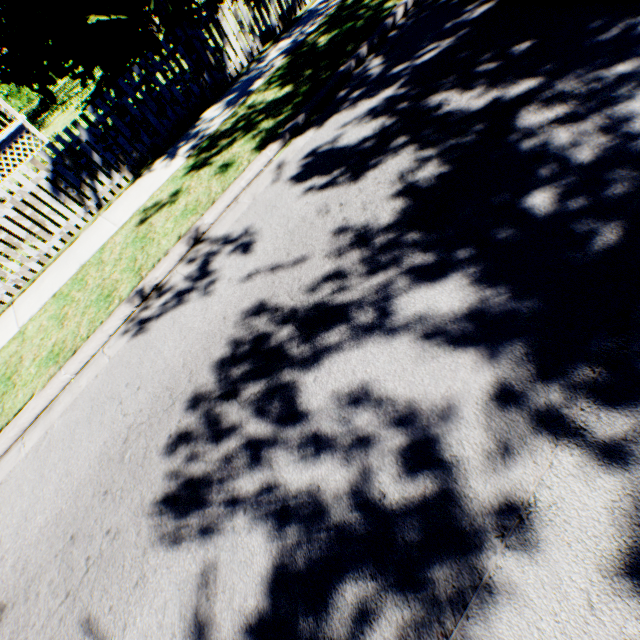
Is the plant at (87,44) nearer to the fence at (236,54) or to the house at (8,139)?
the fence at (236,54)

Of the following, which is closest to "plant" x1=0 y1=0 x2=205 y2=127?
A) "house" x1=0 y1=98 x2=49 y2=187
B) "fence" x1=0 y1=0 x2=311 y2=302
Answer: "fence" x1=0 y1=0 x2=311 y2=302

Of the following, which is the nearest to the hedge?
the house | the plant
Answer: the plant

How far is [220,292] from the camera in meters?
3.6

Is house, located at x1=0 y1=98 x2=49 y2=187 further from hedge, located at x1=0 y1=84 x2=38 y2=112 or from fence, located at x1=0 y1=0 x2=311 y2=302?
fence, located at x1=0 y1=0 x2=311 y2=302

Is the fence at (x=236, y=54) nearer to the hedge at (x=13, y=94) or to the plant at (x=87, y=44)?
the plant at (x=87, y=44)

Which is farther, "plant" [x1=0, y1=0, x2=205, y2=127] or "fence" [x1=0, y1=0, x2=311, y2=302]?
"fence" [x1=0, y1=0, x2=311, y2=302]

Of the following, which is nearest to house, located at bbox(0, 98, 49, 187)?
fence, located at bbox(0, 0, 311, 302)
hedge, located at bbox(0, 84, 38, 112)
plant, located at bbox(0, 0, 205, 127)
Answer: plant, located at bbox(0, 0, 205, 127)
